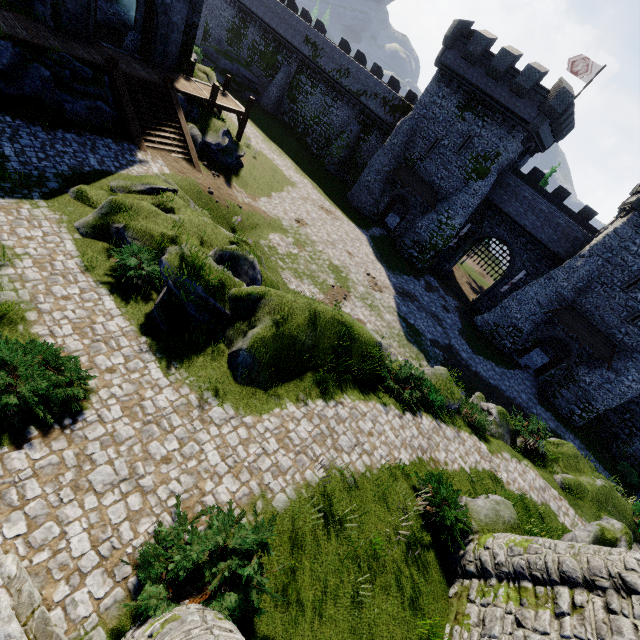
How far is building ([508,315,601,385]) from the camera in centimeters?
2712cm

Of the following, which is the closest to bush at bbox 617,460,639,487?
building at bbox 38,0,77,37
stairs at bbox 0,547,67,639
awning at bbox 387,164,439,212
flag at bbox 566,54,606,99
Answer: awning at bbox 387,164,439,212

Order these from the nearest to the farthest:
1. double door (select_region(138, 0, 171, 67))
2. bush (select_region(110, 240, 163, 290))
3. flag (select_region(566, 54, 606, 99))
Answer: bush (select_region(110, 240, 163, 290)), double door (select_region(138, 0, 171, 67)), flag (select_region(566, 54, 606, 99))

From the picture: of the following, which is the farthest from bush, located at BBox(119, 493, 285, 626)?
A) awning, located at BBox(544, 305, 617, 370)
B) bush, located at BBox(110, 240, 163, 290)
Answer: awning, located at BBox(544, 305, 617, 370)

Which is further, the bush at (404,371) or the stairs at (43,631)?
the bush at (404,371)

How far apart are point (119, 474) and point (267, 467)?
3.3m

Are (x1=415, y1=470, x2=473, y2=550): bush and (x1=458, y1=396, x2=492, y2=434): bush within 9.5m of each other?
yes

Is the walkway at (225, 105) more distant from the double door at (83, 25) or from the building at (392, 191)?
the building at (392, 191)
